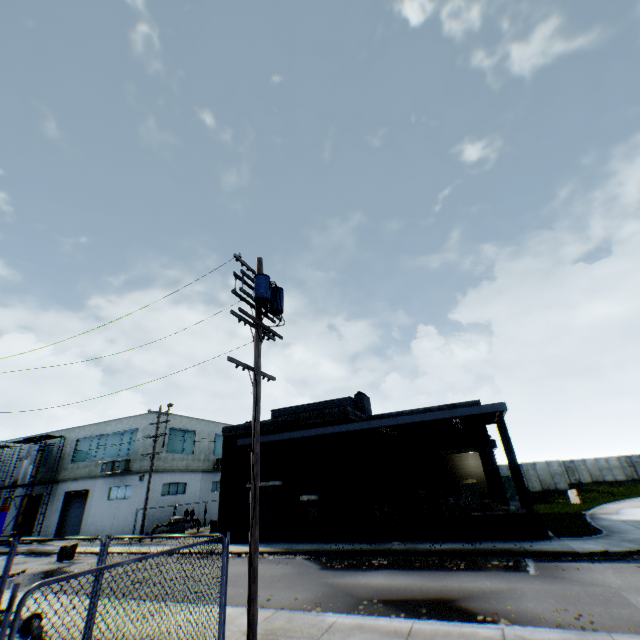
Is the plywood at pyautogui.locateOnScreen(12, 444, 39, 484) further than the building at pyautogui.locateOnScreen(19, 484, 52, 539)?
No

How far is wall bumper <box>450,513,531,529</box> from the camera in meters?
15.1

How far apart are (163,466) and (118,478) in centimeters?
413cm

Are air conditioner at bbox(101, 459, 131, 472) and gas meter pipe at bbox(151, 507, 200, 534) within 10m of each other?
yes

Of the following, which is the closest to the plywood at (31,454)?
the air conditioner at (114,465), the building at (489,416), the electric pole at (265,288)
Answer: the air conditioner at (114,465)

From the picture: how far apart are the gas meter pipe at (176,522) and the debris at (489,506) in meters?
22.9

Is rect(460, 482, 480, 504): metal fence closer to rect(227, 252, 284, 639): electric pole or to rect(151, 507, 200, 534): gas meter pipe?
rect(227, 252, 284, 639): electric pole

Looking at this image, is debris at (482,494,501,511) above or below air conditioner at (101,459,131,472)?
below
